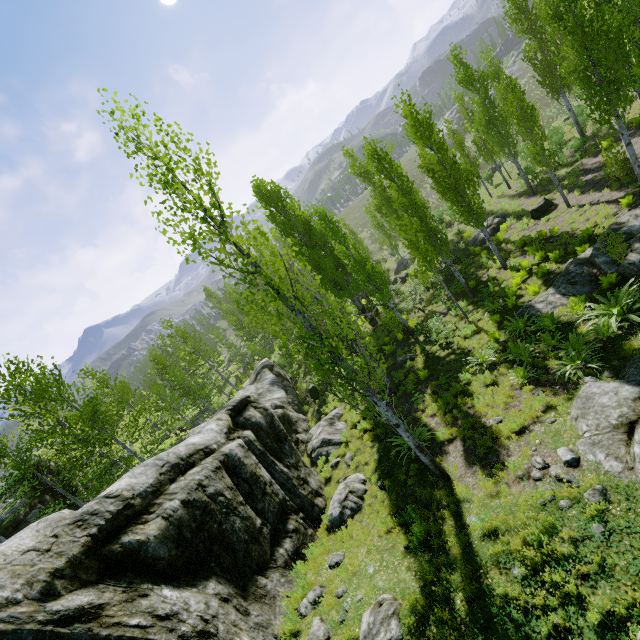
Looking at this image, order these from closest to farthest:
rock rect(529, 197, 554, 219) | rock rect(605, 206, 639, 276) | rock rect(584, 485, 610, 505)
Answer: rock rect(584, 485, 610, 505)
rock rect(605, 206, 639, 276)
rock rect(529, 197, 554, 219)

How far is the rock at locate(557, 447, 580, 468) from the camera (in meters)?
6.58

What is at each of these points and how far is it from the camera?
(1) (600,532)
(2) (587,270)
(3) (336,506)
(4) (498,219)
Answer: (1) rock, 5.1 meters
(2) rock, 12.0 meters
(3) rock, 10.2 meters
(4) rock, 23.9 meters

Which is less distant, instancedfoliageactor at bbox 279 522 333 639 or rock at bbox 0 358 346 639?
rock at bbox 0 358 346 639

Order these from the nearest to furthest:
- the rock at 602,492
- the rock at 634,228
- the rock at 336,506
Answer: the rock at 602,492, the rock at 336,506, the rock at 634,228

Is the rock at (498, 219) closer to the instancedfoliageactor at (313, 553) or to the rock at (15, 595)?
the instancedfoliageactor at (313, 553)

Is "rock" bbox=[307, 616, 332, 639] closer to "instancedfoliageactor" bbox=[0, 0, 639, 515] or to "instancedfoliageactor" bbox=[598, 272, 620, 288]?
"instancedfoliageactor" bbox=[0, 0, 639, 515]
